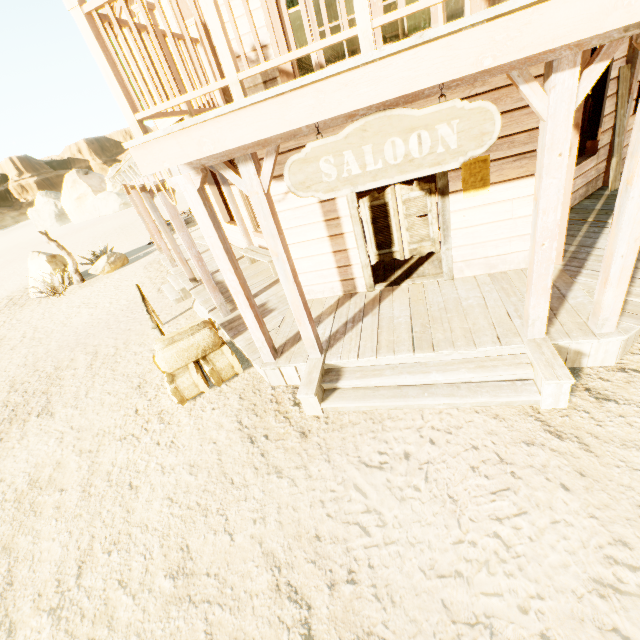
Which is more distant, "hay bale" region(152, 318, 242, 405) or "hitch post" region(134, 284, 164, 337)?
"hitch post" region(134, 284, 164, 337)

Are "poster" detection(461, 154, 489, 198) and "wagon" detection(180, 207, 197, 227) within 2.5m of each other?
no

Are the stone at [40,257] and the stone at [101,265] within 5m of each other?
yes

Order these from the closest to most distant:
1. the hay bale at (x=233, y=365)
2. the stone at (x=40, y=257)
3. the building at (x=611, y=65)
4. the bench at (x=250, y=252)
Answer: the building at (x=611, y=65) → the hay bale at (x=233, y=365) → the bench at (x=250, y=252) → the stone at (x=40, y=257)

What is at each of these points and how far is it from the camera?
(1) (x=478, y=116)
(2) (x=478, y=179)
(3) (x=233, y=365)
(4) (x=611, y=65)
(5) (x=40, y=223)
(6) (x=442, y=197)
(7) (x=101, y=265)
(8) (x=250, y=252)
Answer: (1) sign, 2.41m
(2) poster, 4.33m
(3) hay bale, 5.21m
(4) building, 5.35m
(5) stone, 43.84m
(6) door, 4.53m
(7) stone, 13.65m
(8) bench, 7.91m

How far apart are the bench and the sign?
4.05m

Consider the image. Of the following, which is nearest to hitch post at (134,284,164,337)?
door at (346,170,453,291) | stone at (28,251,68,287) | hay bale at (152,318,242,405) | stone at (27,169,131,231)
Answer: hay bale at (152,318,242,405)

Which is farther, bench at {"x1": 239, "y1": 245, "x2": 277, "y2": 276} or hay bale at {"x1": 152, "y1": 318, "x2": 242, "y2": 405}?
bench at {"x1": 239, "y1": 245, "x2": 277, "y2": 276}
